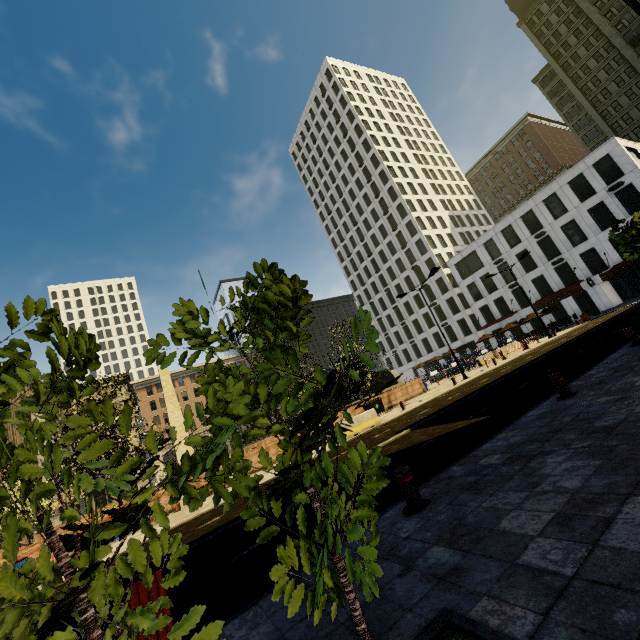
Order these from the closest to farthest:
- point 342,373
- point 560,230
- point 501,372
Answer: point 501,372 → point 342,373 → point 560,230

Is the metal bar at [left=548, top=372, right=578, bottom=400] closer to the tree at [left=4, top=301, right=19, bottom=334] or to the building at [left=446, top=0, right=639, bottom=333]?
the tree at [left=4, top=301, right=19, bottom=334]

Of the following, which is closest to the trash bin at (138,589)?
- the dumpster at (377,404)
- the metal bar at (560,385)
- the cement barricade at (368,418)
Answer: the metal bar at (560,385)

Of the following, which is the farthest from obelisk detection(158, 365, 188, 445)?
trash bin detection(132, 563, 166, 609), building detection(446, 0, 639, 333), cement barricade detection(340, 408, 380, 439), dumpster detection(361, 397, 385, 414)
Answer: building detection(446, 0, 639, 333)

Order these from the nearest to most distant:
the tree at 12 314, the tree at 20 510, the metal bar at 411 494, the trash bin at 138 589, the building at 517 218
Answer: the tree at 20 510 → the tree at 12 314 → the trash bin at 138 589 → the metal bar at 411 494 → the building at 517 218

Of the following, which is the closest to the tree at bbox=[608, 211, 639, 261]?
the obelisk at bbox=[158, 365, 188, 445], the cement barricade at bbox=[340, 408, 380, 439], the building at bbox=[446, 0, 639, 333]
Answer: the building at bbox=[446, 0, 639, 333]

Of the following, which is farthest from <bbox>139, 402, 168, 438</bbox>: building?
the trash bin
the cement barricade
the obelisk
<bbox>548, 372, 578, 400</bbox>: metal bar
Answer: the obelisk

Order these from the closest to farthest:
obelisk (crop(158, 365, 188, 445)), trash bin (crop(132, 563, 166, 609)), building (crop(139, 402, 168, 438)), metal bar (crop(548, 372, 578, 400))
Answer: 1. trash bin (crop(132, 563, 166, 609))
2. metal bar (crop(548, 372, 578, 400))
3. obelisk (crop(158, 365, 188, 445))
4. building (crop(139, 402, 168, 438))
